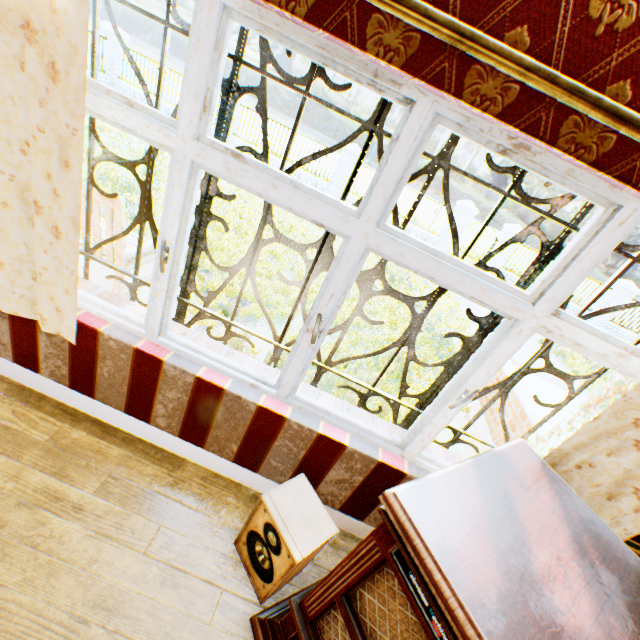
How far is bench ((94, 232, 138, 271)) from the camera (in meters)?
3.58

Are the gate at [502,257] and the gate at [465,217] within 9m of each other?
yes

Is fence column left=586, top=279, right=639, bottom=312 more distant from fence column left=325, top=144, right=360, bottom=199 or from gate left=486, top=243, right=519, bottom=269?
fence column left=325, top=144, right=360, bottom=199

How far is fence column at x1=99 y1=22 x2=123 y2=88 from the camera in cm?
1322

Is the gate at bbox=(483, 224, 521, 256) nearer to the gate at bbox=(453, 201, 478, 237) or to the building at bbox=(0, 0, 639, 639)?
the gate at bbox=(453, 201, 478, 237)

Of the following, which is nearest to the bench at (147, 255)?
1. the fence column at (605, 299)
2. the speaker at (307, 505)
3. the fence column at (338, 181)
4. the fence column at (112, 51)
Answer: the speaker at (307, 505)

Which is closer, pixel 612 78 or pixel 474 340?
pixel 612 78

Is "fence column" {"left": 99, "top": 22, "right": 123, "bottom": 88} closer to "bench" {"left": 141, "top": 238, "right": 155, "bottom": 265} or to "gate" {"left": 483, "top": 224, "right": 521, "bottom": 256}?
"bench" {"left": 141, "top": 238, "right": 155, "bottom": 265}
